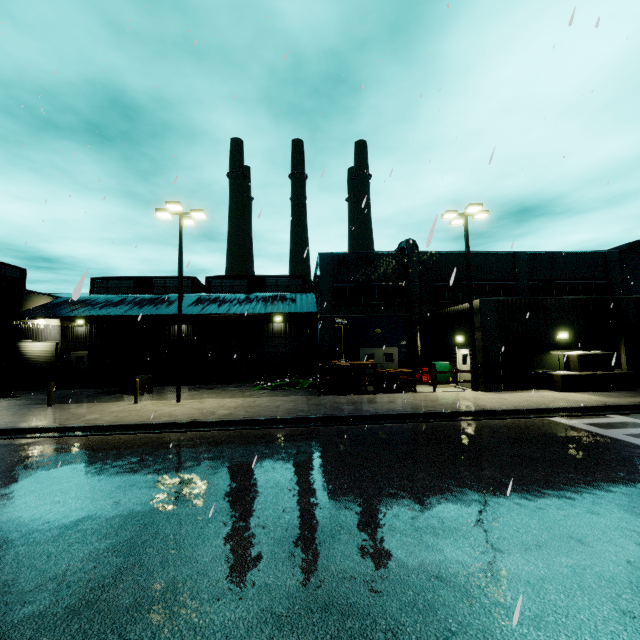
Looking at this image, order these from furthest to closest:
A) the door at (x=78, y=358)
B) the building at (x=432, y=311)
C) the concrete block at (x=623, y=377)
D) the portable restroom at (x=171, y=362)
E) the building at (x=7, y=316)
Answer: the door at (x=78, y=358)
the portable restroom at (x=171, y=362)
the building at (x=7, y=316)
the building at (x=432, y=311)
the concrete block at (x=623, y=377)

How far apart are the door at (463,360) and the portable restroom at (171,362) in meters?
20.1 m

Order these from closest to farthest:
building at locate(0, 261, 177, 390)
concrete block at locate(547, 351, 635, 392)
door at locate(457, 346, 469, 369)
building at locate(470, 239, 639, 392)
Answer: concrete block at locate(547, 351, 635, 392) → building at locate(470, 239, 639, 392) → door at locate(457, 346, 469, 369) → building at locate(0, 261, 177, 390)

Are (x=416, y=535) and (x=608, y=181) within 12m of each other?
no

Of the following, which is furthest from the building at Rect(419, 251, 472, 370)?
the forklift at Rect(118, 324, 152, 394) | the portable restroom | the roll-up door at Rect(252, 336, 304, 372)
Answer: the forklift at Rect(118, 324, 152, 394)

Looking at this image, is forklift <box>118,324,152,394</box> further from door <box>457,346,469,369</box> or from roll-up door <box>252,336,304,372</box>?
door <box>457,346,469,369</box>

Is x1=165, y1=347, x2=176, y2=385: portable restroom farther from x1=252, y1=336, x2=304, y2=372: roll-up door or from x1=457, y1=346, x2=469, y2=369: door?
x1=457, y1=346, x2=469, y2=369: door

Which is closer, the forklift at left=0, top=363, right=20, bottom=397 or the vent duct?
the forklift at left=0, top=363, right=20, bottom=397
